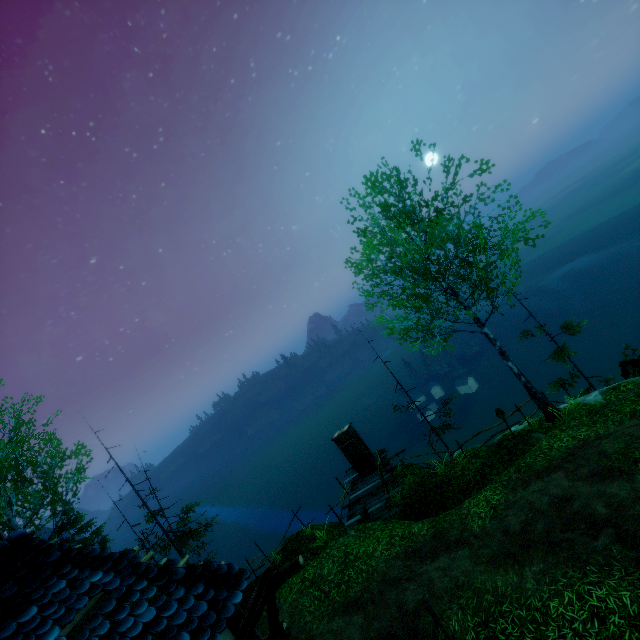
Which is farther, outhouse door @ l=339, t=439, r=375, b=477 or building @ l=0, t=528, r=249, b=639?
outhouse door @ l=339, t=439, r=375, b=477

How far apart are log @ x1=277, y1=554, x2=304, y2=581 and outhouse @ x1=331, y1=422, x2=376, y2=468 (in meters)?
5.68

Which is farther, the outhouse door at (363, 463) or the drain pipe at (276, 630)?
the outhouse door at (363, 463)

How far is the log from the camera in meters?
12.9

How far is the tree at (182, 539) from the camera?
17.4m

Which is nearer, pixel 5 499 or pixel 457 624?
pixel 457 624

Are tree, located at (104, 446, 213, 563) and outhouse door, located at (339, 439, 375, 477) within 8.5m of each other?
no

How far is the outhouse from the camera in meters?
17.9 m
